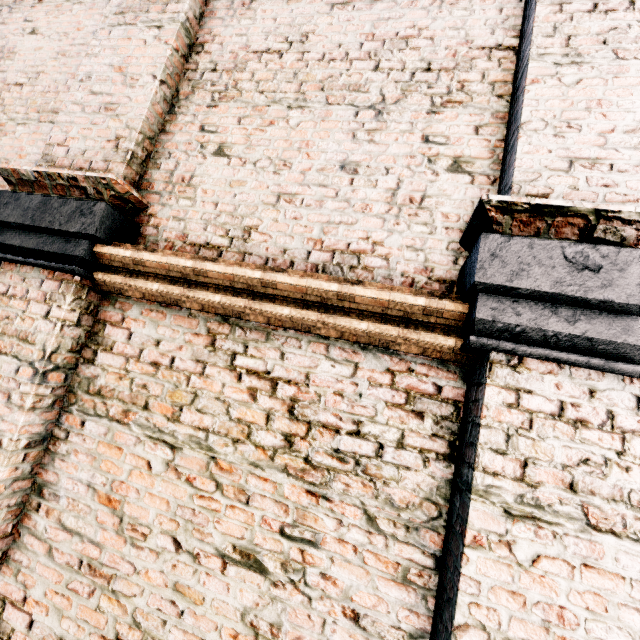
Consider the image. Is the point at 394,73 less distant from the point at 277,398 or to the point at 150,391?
the point at 277,398
